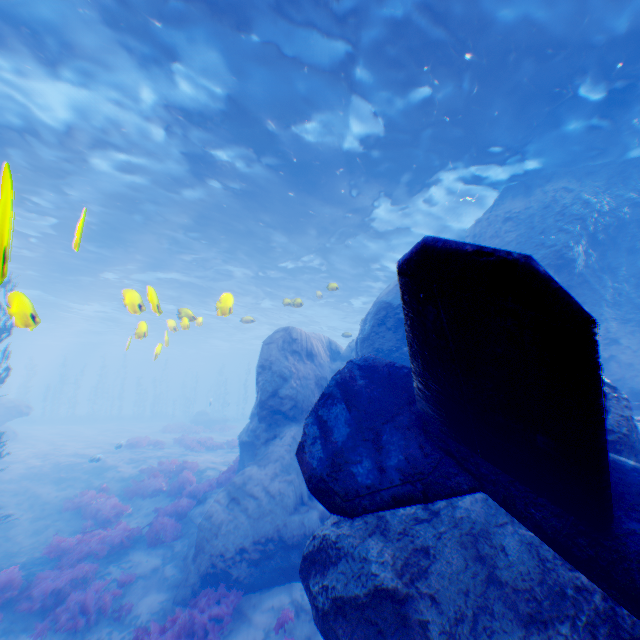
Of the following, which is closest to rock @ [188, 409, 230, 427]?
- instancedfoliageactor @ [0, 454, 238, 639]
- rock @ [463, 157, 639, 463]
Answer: rock @ [463, 157, 639, 463]

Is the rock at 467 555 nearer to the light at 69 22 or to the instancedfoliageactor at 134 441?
the light at 69 22

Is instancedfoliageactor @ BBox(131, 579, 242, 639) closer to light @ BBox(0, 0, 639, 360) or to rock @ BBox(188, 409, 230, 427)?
light @ BBox(0, 0, 639, 360)

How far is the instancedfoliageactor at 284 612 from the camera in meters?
7.0 m

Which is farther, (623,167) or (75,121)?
(623,167)

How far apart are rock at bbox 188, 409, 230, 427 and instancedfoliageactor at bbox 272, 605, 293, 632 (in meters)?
29.61

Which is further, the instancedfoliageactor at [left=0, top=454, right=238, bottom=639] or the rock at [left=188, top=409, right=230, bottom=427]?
the rock at [left=188, top=409, right=230, bottom=427]

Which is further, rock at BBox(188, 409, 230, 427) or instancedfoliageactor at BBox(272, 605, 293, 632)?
rock at BBox(188, 409, 230, 427)
